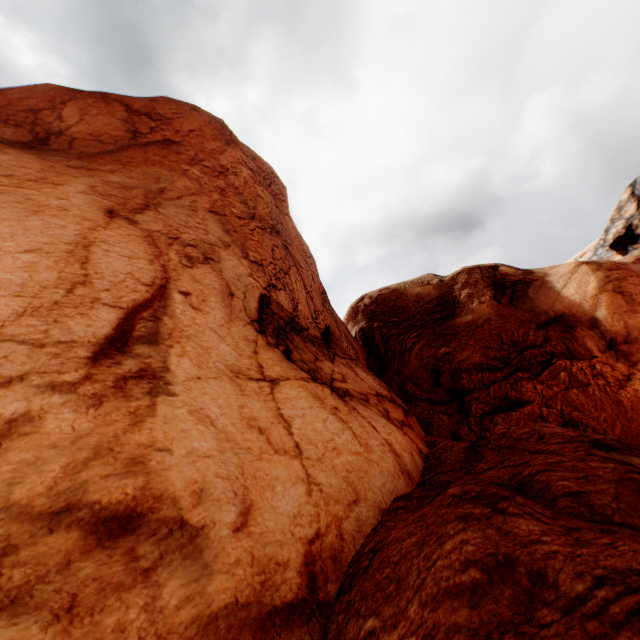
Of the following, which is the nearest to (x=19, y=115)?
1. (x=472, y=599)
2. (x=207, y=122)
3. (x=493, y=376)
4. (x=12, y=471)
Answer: (x=207, y=122)
